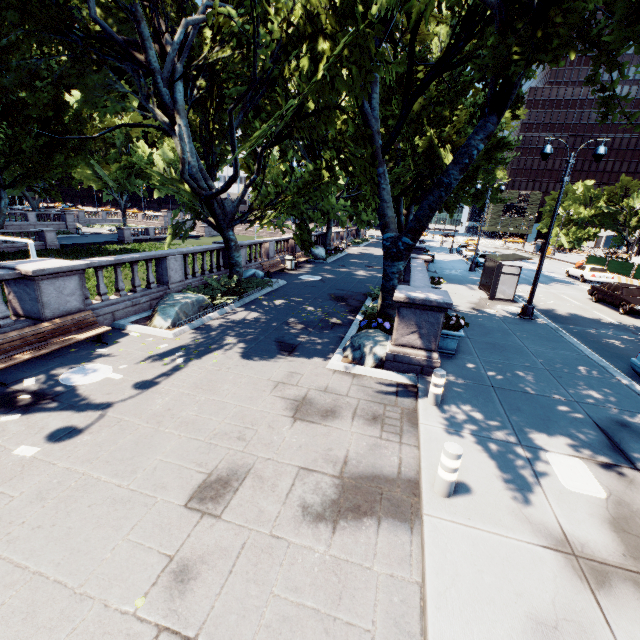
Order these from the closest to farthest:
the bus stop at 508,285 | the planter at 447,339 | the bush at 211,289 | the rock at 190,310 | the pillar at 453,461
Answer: the pillar at 453,461 → the planter at 447,339 → the rock at 190,310 → the bush at 211,289 → the bus stop at 508,285

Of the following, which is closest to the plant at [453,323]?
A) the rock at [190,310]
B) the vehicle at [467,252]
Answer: the rock at [190,310]

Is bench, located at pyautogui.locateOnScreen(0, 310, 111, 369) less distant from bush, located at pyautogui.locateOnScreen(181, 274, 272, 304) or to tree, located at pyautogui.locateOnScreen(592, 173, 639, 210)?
bush, located at pyautogui.locateOnScreen(181, 274, 272, 304)

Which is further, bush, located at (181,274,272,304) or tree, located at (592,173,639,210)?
tree, located at (592,173,639,210)

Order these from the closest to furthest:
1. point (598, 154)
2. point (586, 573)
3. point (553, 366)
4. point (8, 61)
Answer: point (586, 573) → point (553, 366) → point (598, 154) → point (8, 61)

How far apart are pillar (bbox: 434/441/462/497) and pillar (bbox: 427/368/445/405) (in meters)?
2.33

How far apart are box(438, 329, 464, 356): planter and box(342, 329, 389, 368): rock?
1.2 meters

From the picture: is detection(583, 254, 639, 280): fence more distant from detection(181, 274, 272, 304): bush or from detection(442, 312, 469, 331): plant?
detection(181, 274, 272, 304): bush
